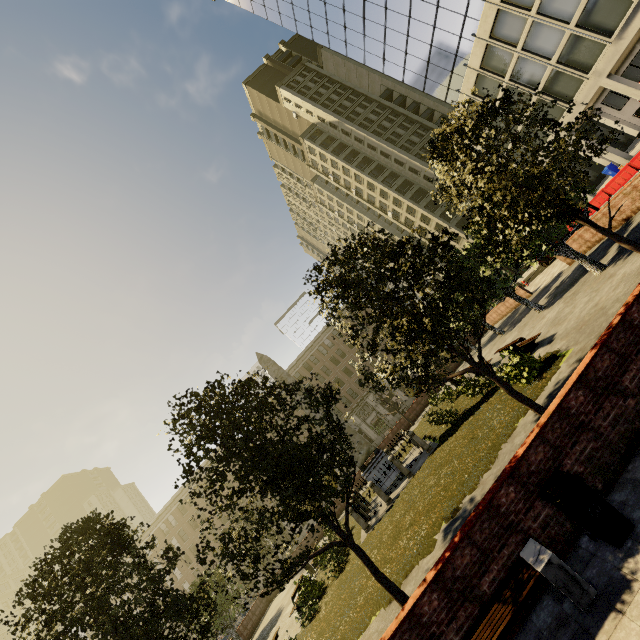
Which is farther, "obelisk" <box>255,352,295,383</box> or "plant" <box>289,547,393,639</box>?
"obelisk" <box>255,352,295,383</box>

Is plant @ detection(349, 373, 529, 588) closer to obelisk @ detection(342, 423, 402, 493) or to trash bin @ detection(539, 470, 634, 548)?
obelisk @ detection(342, 423, 402, 493)

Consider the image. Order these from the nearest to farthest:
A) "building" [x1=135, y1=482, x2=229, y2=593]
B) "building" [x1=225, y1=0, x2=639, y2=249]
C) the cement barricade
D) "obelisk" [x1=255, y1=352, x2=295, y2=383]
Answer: "obelisk" [x1=255, y1=352, x2=295, y2=383]
the cement barricade
"building" [x1=225, y1=0, x2=639, y2=249]
"building" [x1=135, y1=482, x2=229, y2=593]

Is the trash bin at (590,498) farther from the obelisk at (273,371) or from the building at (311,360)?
the building at (311,360)

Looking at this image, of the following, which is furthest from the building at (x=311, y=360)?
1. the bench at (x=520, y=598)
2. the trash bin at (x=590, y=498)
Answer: the bench at (x=520, y=598)

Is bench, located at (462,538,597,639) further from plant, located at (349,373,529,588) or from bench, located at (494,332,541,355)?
bench, located at (494,332,541,355)

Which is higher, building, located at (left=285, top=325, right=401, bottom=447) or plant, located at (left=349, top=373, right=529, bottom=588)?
building, located at (left=285, top=325, right=401, bottom=447)

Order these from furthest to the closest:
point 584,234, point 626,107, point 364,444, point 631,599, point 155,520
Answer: point 155,520 < point 626,107 < point 364,444 < point 584,234 < point 631,599
